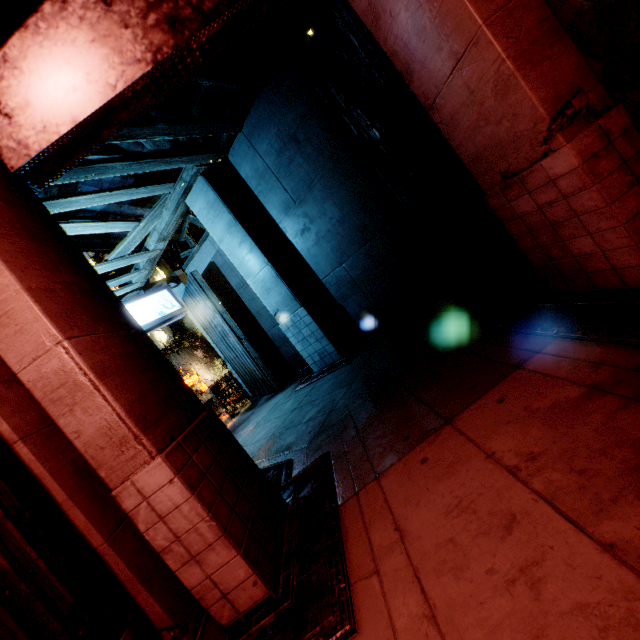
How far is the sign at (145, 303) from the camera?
9.9 meters

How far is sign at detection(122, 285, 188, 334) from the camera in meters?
9.9 m

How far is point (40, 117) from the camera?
3.3m

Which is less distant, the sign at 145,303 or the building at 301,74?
the building at 301,74

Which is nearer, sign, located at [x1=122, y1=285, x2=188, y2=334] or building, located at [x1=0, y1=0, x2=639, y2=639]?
building, located at [x1=0, y1=0, x2=639, y2=639]
